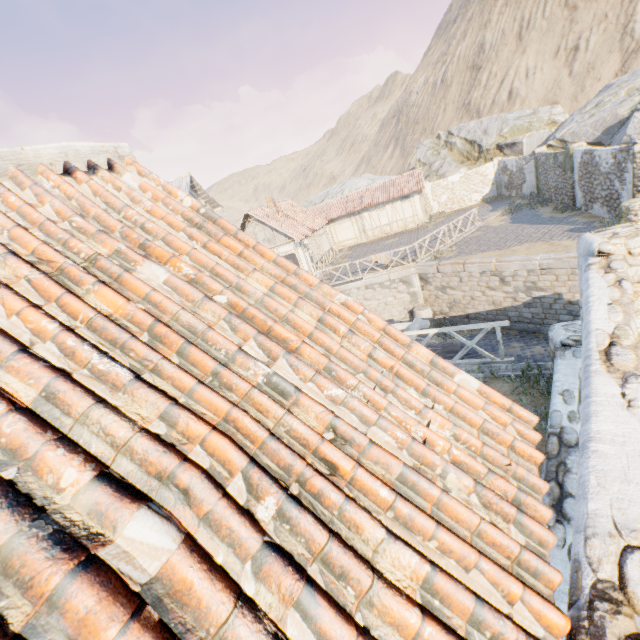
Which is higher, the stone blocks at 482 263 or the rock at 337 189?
the rock at 337 189

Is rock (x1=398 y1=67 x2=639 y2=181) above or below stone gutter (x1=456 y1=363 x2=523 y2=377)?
above

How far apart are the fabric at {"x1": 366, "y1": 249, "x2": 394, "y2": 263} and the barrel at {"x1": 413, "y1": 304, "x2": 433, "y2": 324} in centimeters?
292cm

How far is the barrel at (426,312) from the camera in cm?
1739

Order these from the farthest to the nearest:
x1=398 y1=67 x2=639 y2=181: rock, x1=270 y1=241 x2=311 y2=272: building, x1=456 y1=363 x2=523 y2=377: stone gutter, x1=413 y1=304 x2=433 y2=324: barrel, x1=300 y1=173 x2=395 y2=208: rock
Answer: x1=300 y1=173 x2=395 y2=208: rock → x1=270 y1=241 x2=311 y2=272: building → x1=398 y1=67 x2=639 y2=181: rock → x1=413 y1=304 x2=433 y2=324: barrel → x1=456 y1=363 x2=523 y2=377: stone gutter

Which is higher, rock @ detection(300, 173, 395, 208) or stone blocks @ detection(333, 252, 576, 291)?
rock @ detection(300, 173, 395, 208)

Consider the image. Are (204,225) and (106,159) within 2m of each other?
yes

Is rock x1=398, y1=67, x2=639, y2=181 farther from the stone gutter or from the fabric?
the fabric
